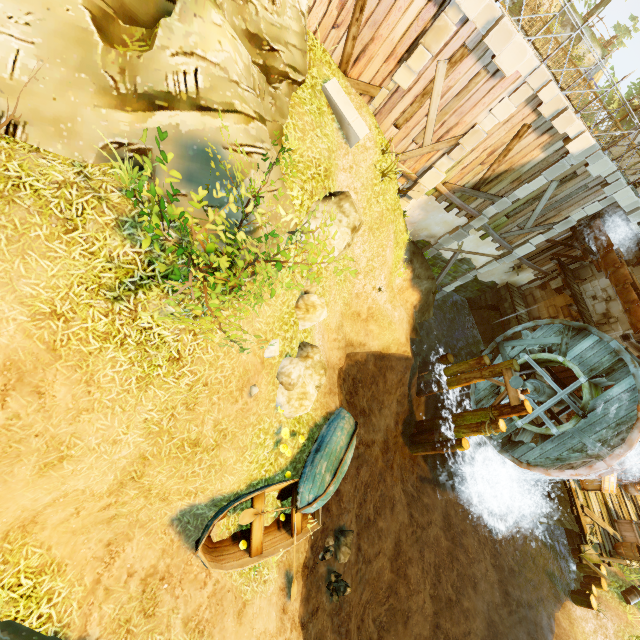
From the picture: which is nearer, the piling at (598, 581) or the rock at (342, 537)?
the rock at (342, 537)

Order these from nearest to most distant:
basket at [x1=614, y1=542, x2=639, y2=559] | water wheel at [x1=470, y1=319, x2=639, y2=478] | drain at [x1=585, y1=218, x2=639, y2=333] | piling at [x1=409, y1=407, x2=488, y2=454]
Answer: water wheel at [x1=470, y1=319, x2=639, y2=478], drain at [x1=585, y1=218, x2=639, y2=333], basket at [x1=614, y1=542, x2=639, y2=559], piling at [x1=409, y1=407, x2=488, y2=454]

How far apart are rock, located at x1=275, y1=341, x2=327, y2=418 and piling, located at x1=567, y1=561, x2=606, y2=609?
16.28m

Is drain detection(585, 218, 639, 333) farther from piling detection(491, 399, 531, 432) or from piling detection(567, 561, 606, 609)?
piling detection(567, 561, 606, 609)

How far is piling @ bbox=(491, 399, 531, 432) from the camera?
12.17m

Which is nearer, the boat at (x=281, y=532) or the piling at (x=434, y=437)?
the boat at (x=281, y=532)

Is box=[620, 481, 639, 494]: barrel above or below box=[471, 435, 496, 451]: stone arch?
above

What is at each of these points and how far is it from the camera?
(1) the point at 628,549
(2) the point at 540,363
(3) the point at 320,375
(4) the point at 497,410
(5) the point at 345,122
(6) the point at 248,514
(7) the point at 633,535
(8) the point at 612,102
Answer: (1) basket, 12.5m
(2) water wheel, 14.4m
(3) rock, 8.2m
(4) piling, 12.9m
(5) stone, 9.2m
(6) oar, 7.0m
(7) box, 13.3m
(8) tree, 28.4m
